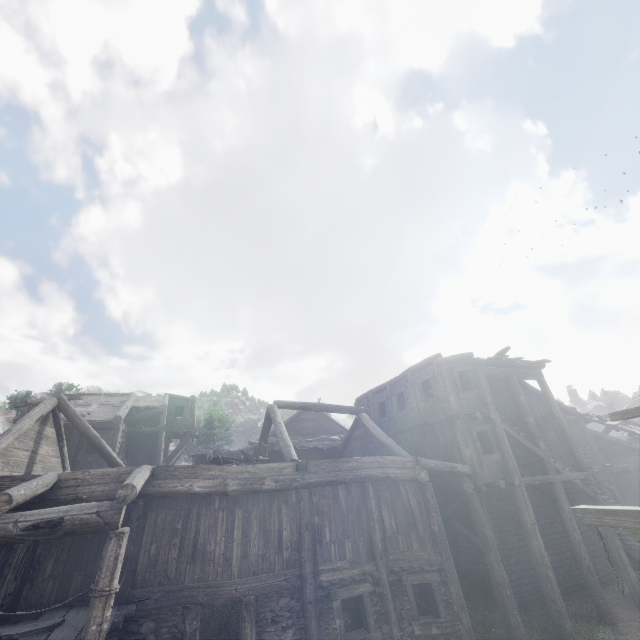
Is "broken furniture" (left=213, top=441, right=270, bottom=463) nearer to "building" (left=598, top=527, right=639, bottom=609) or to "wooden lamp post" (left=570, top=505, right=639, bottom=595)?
"building" (left=598, top=527, right=639, bottom=609)

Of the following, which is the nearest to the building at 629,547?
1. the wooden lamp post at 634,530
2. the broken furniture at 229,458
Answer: the broken furniture at 229,458

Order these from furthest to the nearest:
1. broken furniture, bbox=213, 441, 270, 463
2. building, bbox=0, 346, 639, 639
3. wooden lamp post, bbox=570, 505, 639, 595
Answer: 1. broken furniture, bbox=213, 441, 270, 463
2. building, bbox=0, 346, 639, 639
3. wooden lamp post, bbox=570, 505, 639, 595

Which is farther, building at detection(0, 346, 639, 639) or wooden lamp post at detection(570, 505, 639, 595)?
building at detection(0, 346, 639, 639)

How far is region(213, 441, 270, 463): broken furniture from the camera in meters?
13.1 m

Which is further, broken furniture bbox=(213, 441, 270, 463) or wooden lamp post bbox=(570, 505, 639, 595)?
broken furniture bbox=(213, 441, 270, 463)

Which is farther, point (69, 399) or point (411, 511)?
point (69, 399)
